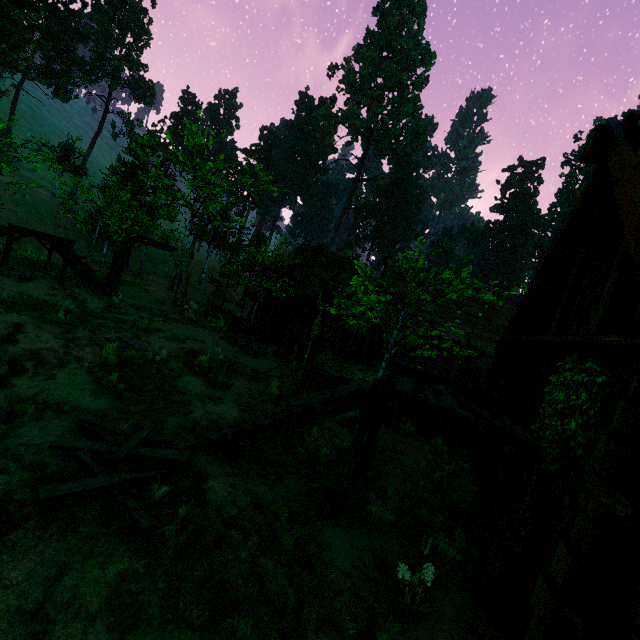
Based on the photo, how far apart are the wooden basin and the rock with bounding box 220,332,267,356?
6.6m

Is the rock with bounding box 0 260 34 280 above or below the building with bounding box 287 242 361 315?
below

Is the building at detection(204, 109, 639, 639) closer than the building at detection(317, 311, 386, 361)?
Yes

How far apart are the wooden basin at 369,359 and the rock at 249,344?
6.62m

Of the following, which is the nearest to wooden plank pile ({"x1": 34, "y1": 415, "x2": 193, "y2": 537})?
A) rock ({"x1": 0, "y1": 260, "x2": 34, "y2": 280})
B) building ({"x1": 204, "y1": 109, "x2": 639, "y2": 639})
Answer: building ({"x1": 204, "y1": 109, "x2": 639, "y2": 639})

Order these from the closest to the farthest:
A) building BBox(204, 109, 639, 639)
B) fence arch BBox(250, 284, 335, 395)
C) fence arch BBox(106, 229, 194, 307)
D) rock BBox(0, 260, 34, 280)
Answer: building BBox(204, 109, 639, 639), fence arch BBox(250, 284, 335, 395), rock BBox(0, 260, 34, 280), fence arch BBox(106, 229, 194, 307)

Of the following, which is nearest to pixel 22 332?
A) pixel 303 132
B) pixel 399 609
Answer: pixel 399 609

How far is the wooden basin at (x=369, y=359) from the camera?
19.66m
